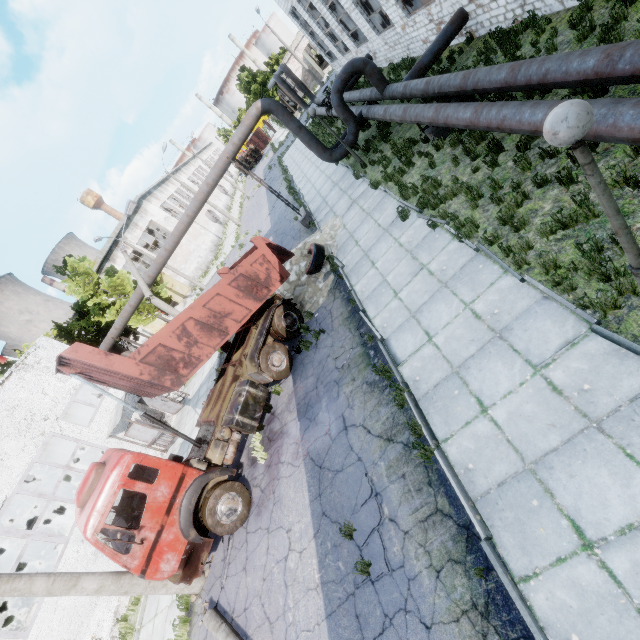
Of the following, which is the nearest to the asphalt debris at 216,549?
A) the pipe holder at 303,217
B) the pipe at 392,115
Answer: the pipe at 392,115

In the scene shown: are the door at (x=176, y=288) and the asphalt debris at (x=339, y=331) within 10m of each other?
no

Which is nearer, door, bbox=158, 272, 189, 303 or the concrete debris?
the concrete debris

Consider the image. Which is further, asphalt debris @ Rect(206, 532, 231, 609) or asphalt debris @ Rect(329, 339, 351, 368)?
asphalt debris @ Rect(329, 339, 351, 368)

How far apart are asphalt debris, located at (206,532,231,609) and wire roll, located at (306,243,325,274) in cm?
890

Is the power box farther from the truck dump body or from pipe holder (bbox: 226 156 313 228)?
pipe holder (bbox: 226 156 313 228)

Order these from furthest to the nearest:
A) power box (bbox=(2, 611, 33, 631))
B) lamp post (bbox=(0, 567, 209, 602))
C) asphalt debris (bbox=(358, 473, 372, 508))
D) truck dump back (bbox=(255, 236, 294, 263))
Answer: power box (bbox=(2, 611, 33, 631)) → truck dump back (bbox=(255, 236, 294, 263)) → lamp post (bbox=(0, 567, 209, 602)) → asphalt debris (bbox=(358, 473, 372, 508))

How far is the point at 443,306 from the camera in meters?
7.1
